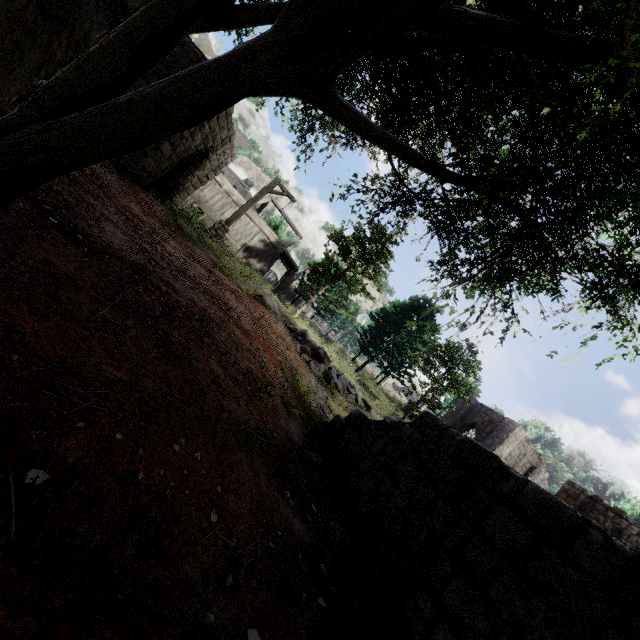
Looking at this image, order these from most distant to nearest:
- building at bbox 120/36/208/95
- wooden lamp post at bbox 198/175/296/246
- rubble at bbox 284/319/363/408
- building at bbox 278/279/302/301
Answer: building at bbox 278/279/302/301 < wooden lamp post at bbox 198/175/296/246 < rubble at bbox 284/319/363/408 < building at bbox 120/36/208/95

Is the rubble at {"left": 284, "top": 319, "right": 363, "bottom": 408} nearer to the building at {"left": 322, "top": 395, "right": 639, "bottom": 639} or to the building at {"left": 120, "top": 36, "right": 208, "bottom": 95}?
the building at {"left": 322, "top": 395, "right": 639, "bottom": 639}

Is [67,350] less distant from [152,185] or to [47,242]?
[47,242]

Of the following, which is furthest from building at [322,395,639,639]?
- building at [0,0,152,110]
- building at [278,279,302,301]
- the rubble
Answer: building at [278,279,302,301]

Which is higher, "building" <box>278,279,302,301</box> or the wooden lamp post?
"building" <box>278,279,302,301</box>

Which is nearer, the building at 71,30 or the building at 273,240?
the building at 71,30

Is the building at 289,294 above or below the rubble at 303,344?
above

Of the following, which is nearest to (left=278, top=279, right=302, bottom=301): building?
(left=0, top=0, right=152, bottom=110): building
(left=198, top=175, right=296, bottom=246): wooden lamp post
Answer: (left=0, top=0, right=152, bottom=110): building
